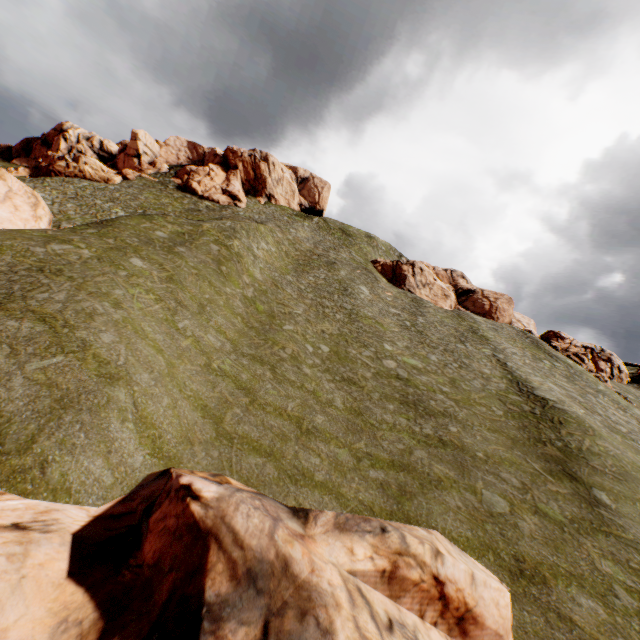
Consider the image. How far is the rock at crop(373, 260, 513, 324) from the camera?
52.03m

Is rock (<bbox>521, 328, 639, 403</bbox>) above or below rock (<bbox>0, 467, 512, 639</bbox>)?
above

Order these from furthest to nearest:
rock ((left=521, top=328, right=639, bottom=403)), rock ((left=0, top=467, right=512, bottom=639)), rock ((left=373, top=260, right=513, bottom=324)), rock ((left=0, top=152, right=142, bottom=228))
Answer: rock ((left=373, top=260, right=513, bottom=324)), rock ((left=521, top=328, right=639, bottom=403)), rock ((left=0, top=152, right=142, bottom=228)), rock ((left=0, top=467, right=512, bottom=639))

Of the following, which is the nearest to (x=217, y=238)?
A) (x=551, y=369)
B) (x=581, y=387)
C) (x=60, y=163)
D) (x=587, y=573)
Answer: (x=587, y=573)

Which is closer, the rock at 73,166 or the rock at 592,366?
the rock at 73,166

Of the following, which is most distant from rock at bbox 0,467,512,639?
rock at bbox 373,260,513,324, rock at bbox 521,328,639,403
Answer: rock at bbox 521,328,639,403

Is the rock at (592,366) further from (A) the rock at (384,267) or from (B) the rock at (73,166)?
(B) the rock at (73,166)

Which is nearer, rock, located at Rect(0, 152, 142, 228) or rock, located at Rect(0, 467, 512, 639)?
rock, located at Rect(0, 467, 512, 639)
